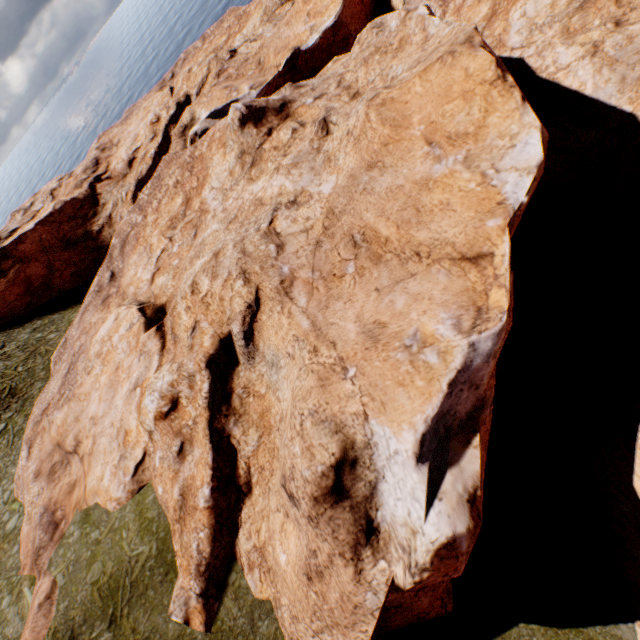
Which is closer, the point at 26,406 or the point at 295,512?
the point at 295,512
